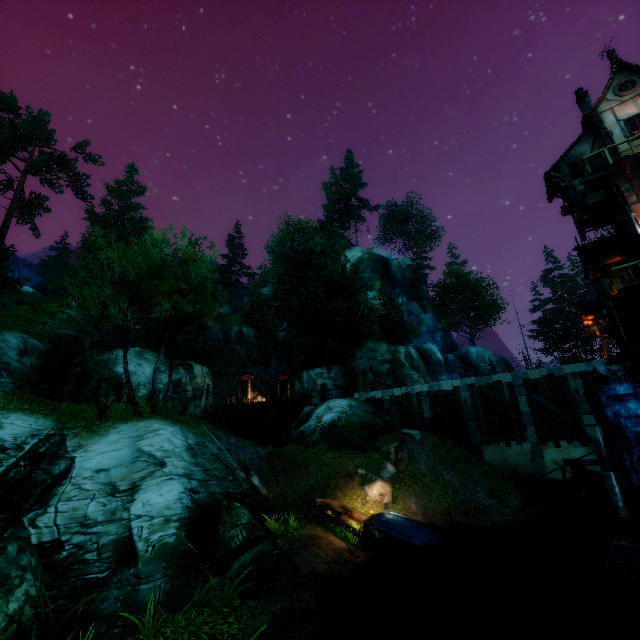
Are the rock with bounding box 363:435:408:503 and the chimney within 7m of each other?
no

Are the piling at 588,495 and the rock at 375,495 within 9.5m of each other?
yes

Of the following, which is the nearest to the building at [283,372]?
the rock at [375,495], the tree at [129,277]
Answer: the tree at [129,277]

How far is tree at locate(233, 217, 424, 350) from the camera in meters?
35.7 m

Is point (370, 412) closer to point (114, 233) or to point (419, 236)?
point (114, 233)

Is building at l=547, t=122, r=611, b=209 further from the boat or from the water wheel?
the boat

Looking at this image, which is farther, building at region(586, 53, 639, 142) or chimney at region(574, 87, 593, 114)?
chimney at region(574, 87, 593, 114)

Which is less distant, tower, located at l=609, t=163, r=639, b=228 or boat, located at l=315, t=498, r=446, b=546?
tower, located at l=609, t=163, r=639, b=228
